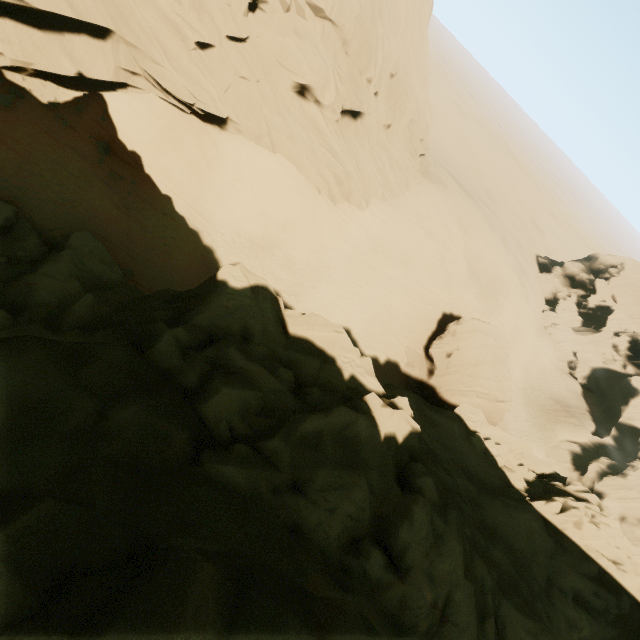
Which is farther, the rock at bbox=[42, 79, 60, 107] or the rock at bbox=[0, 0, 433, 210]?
the rock at bbox=[42, 79, 60, 107]

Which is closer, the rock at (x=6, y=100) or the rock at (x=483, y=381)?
the rock at (x=483, y=381)

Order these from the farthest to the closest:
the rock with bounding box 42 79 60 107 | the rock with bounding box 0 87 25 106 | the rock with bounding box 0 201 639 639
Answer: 1. the rock with bounding box 42 79 60 107
2. the rock with bounding box 0 87 25 106
3. the rock with bounding box 0 201 639 639

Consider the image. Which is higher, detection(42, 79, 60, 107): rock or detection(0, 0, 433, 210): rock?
detection(0, 0, 433, 210): rock

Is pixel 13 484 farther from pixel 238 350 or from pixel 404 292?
pixel 404 292

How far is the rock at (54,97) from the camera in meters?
15.7

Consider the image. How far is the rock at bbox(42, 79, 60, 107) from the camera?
15.7m
